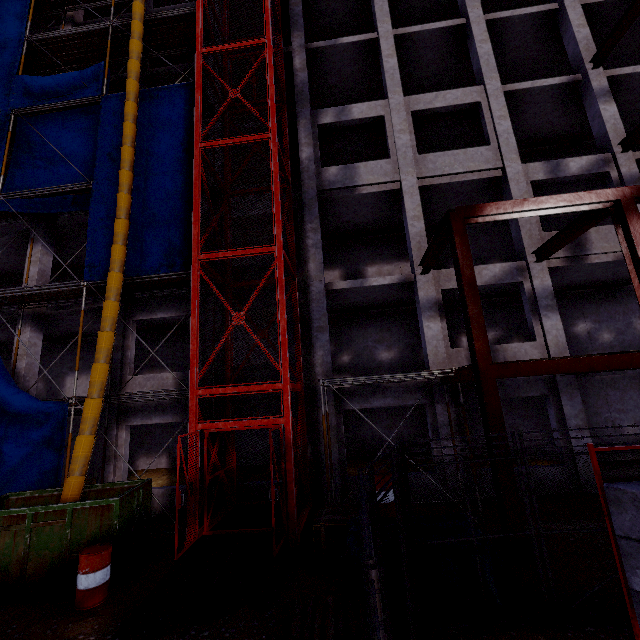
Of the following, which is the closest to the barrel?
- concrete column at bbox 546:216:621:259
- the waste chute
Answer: the waste chute

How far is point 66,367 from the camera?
16.86m

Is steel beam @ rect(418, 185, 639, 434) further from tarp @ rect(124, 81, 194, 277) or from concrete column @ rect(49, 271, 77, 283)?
tarp @ rect(124, 81, 194, 277)

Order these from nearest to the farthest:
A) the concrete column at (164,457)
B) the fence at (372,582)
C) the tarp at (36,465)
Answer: the fence at (372,582) < the tarp at (36,465) < the concrete column at (164,457)

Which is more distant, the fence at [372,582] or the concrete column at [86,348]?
the concrete column at [86,348]

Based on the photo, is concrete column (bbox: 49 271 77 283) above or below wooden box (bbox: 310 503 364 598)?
above

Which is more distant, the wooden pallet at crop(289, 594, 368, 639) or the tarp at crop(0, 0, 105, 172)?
the tarp at crop(0, 0, 105, 172)

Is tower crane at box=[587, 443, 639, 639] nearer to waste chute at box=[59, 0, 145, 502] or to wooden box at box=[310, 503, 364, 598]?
wooden box at box=[310, 503, 364, 598]
